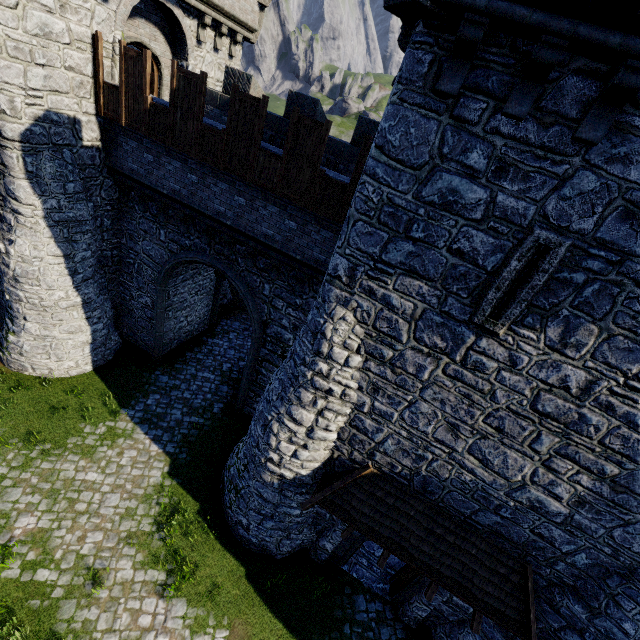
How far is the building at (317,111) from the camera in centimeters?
1198cm

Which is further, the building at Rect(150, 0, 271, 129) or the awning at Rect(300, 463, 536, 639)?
the building at Rect(150, 0, 271, 129)

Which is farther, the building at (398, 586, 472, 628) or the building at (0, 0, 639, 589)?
the building at (398, 586, 472, 628)

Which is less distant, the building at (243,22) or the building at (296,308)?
the building at (296,308)

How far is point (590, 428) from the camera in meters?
5.9

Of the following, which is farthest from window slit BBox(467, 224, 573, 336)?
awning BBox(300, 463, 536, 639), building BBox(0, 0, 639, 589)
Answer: awning BBox(300, 463, 536, 639)

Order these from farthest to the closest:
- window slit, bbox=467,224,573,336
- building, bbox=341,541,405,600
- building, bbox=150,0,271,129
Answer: building, bbox=150,0,271,129, building, bbox=341,541,405,600, window slit, bbox=467,224,573,336
